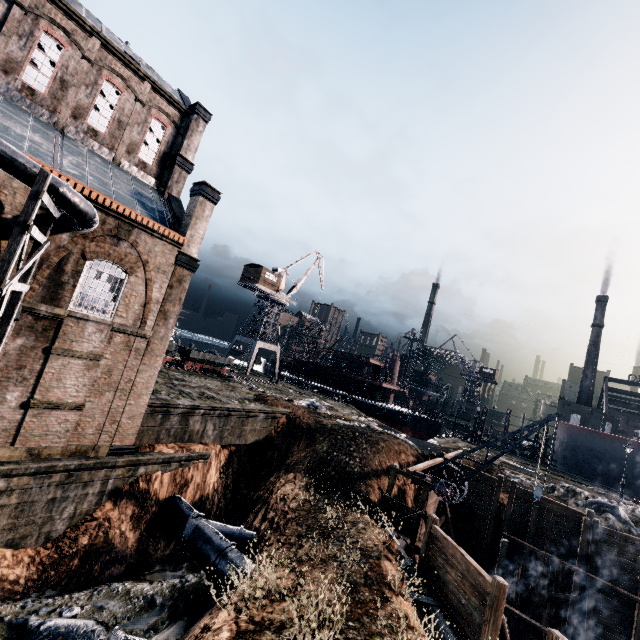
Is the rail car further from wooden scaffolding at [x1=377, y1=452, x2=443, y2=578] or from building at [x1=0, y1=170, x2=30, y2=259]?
wooden scaffolding at [x1=377, y1=452, x2=443, y2=578]

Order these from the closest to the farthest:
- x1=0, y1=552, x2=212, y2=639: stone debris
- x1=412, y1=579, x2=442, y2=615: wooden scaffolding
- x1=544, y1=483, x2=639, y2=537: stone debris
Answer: x1=0, y1=552, x2=212, y2=639: stone debris < x1=412, y1=579, x2=442, y2=615: wooden scaffolding < x1=544, y1=483, x2=639, y2=537: stone debris

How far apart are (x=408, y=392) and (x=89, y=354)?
52.6m

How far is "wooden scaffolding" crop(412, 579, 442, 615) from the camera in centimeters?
1404cm

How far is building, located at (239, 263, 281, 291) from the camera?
51.8m

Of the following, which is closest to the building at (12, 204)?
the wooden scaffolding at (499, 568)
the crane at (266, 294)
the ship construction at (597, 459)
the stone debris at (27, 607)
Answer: the stone debris at (27, 607)

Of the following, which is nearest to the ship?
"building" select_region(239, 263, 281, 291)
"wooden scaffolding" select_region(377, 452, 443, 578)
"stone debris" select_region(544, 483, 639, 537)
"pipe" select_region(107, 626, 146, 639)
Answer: "building" select_region(239, 263, 281, 291)

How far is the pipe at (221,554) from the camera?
15.4 meters
